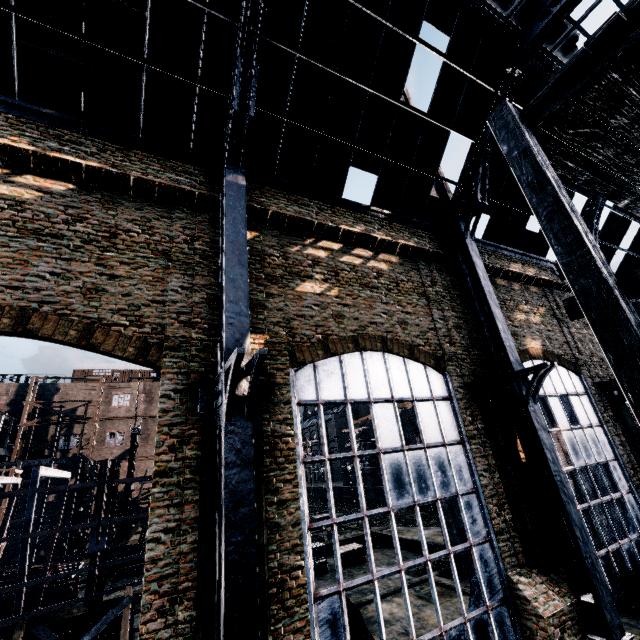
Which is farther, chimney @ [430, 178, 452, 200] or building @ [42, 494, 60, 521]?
building @ [42, 494, 60, 521]

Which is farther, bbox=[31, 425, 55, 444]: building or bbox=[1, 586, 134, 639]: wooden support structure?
bbox=[31, 425, 55, 444]: building

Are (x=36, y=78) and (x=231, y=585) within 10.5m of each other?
no

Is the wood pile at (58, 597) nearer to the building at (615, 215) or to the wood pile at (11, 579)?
the wood pile at (11, 579)

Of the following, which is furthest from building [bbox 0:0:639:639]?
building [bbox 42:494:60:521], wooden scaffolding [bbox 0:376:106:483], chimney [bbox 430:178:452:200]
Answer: building [bbox 42:494:60:521]

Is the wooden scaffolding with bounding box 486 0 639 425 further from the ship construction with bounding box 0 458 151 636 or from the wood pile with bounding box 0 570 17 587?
the wood pile with bounding box 0 570 17 587

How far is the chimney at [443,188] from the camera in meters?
28.8 m

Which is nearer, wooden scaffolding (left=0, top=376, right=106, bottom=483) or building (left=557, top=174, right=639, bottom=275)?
building (left=557, top=174, right=639, bottom=275)
